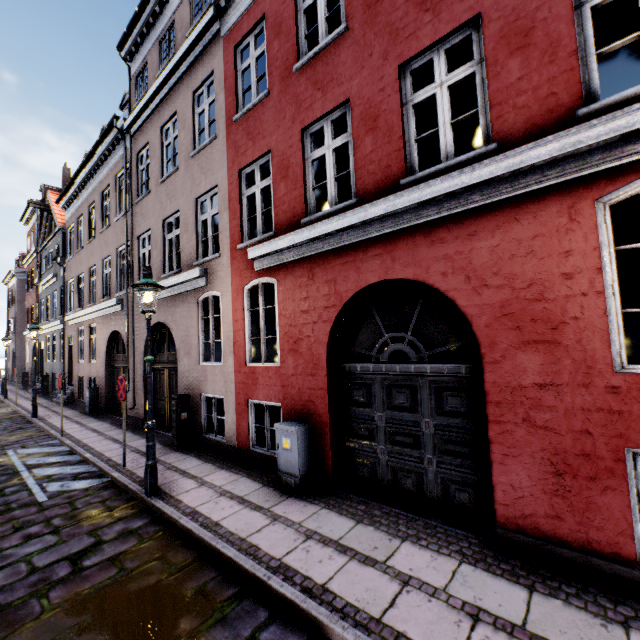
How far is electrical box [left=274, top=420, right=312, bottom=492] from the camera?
5.4m

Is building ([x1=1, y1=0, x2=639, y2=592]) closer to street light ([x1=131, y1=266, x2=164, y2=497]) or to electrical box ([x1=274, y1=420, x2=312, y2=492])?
electrical box ([x1=274, y1=420, x2=312, y2=492])

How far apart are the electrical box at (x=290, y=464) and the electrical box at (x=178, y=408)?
3.8m

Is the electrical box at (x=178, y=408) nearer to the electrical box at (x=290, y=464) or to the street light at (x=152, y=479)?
the street light at (x=152, y=479)

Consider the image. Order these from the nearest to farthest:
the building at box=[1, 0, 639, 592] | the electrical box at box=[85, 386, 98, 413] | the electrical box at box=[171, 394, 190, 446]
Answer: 1. the building at box=[1, 0, 639, 592]
2. the electrical box at box=[171, 394, 190, 446]
3. the electrical box at box=[85, 386, 98, 413]

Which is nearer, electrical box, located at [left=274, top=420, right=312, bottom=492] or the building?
the building

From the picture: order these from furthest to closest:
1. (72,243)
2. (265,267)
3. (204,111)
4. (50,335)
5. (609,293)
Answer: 1. (50,335)
2. (72,243)
3. (204,111)
4. (265,267)
5. (609,293)

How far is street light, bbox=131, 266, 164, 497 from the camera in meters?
5.5 m
